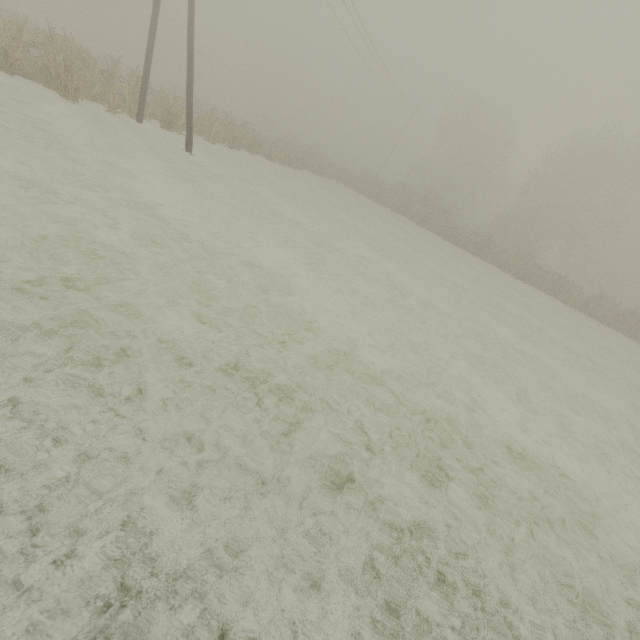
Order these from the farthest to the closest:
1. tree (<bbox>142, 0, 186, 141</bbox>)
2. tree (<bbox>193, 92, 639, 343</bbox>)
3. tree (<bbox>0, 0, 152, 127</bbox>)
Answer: tree (<bbox>193, 92, 639, 343</bbox>)
tree (<bbox>142, 0, 186, 141</bbox>)
tree (<bbox>0, 0, 152, 127</bbox>)

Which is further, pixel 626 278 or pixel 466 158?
pixel 626 278

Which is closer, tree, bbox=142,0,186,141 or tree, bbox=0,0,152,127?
tree, bbox=0,0,152,127

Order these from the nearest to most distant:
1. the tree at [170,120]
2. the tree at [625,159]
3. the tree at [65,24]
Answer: the tree at [65,24], the tree at [170,120], the tree at [625,159]

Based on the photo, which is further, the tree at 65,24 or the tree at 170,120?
the tree at 170,120
